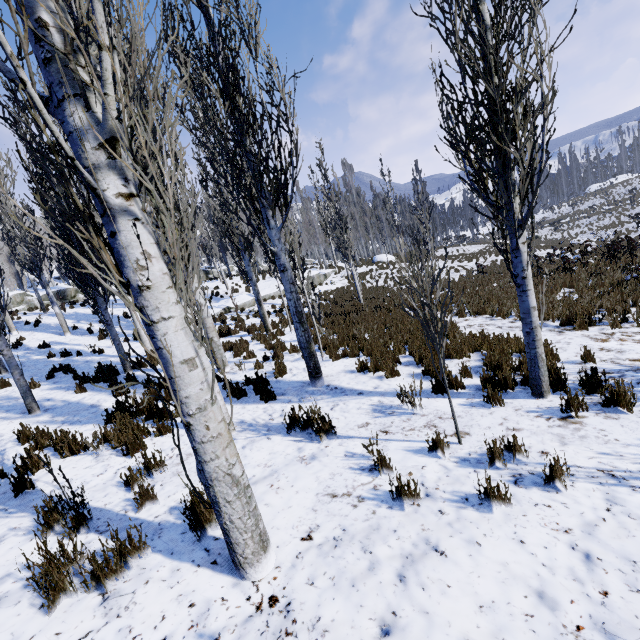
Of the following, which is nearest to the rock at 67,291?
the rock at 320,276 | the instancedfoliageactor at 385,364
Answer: the instancedfoliageactor at 385,364

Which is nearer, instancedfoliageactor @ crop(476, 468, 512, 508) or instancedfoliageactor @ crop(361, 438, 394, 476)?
instancedfoliageactor @ crop(476, 468, 512, 508)

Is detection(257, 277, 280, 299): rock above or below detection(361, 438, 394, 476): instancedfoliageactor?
above

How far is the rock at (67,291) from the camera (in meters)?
26.11

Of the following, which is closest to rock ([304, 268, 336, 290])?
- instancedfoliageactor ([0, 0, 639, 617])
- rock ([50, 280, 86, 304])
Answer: instancedfoliageactor ([0, 0, 639, 617])

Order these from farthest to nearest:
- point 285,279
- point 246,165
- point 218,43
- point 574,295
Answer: point 574,295
point 285,279
point 246,165
point 218,43

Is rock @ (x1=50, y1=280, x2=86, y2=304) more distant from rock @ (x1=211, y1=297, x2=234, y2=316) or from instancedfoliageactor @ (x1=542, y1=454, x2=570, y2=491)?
rock @ (x1=211, y1=297, x2=234, y2=316)
